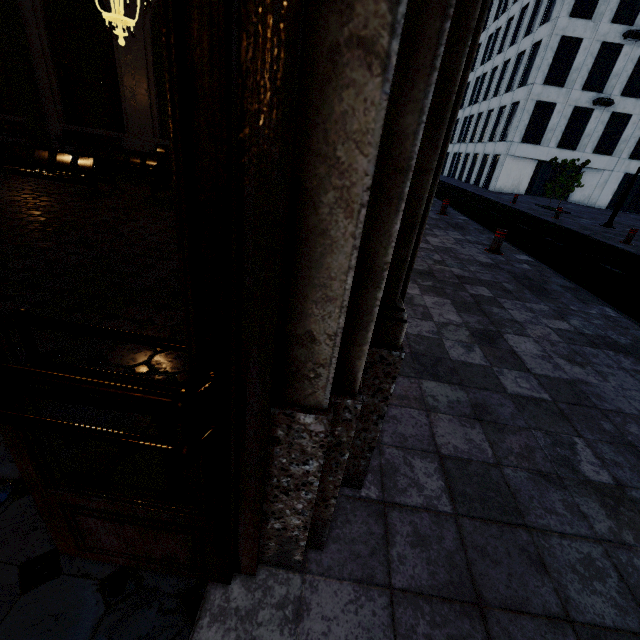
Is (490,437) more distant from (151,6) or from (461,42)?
(151,6)
